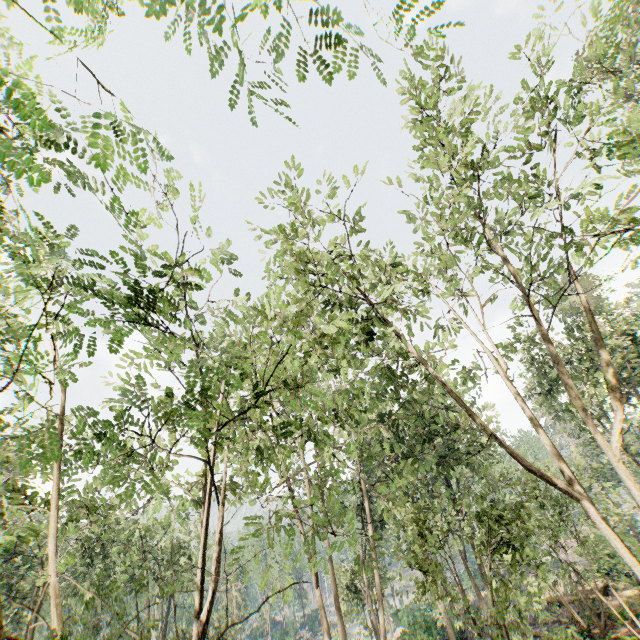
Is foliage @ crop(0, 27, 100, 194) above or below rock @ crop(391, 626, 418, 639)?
above

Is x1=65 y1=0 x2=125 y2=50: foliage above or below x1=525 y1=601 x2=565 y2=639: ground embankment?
above

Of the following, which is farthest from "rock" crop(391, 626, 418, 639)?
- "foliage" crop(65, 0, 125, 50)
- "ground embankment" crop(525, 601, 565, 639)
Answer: "ground embankment" crop(525, 601, 565, 639)

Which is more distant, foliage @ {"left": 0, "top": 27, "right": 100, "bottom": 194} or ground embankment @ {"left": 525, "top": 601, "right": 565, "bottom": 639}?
ground embankment @ {"left": 525, "top": 601, "right": 565, "bottom": 639}

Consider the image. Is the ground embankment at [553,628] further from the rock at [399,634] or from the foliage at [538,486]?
the rock at [399,634]

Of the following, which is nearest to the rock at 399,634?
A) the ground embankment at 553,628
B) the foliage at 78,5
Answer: the foliage at 78,5

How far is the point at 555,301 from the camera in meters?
12.4 m

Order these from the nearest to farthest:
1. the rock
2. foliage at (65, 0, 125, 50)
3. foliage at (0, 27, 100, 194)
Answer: foliage at (0, 27, 100, 194) → foliage at (65, 0, 125, 50) → the rock
